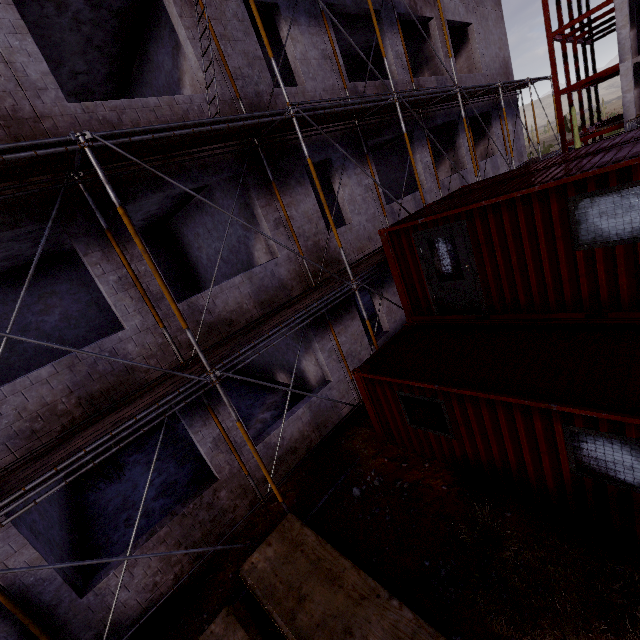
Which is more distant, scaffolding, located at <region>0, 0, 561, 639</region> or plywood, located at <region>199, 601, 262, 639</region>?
plywood, located at <region>199, 601, 262, 639</region>

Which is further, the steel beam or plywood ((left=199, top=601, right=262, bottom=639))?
the steel beam

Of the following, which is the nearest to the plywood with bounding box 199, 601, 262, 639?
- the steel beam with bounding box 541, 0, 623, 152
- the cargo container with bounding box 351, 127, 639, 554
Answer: the cargo container with bounding box 351, 127, 639, 554

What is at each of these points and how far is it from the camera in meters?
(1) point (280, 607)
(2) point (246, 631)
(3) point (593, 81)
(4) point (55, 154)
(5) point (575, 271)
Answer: (1) plywood, 4.7
(2) plywood, 5.1
(3) steel beam, 26.6
(4) scaffolding, 4.7
(5) cargo container, 5.7

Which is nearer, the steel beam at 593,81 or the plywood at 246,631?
the plywood at 246,631

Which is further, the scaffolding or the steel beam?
the steel beam
